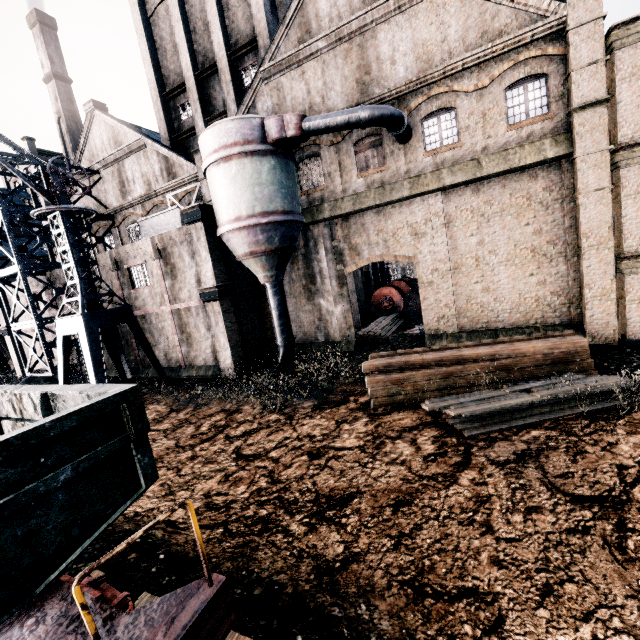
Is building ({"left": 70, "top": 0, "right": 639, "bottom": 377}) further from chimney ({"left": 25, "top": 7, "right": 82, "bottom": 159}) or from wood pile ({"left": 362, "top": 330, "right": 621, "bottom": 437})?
wood pile ({"left": 362, "top": 330, "right": 621, "bottom": 437})

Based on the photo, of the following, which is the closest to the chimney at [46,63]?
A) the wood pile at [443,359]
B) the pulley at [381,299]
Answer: the pulley at [381,299]

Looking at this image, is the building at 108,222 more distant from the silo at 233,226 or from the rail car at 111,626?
the rail car at 111,626

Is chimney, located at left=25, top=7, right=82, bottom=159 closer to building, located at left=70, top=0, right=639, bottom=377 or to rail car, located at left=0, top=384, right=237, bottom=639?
building, located at left=70, top=0, right=639, bottom=377

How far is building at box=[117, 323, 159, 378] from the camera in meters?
23.2

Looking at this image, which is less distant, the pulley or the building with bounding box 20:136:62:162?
the pulley

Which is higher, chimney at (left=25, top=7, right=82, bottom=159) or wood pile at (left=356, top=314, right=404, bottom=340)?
chimney at (left=25, top=7, right=82, bottom=159)

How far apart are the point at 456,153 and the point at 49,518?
19.27m
